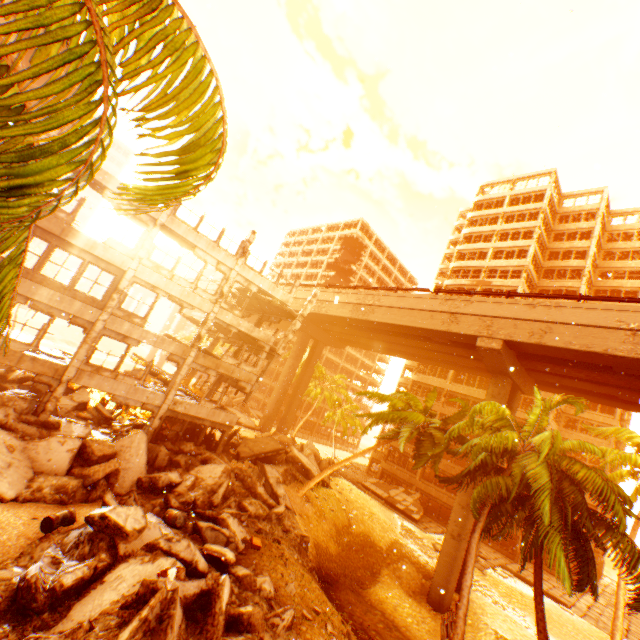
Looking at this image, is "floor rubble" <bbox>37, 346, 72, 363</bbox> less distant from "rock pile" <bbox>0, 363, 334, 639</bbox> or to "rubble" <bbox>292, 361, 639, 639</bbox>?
"rock pile" <bbox>0, 363, 334, 639</bbox>

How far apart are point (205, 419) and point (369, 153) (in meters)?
43.70

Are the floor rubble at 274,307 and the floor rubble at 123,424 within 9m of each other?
no

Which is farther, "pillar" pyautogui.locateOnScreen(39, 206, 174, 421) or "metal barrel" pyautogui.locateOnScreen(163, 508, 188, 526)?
"pillar" pyautogui.locateOnScreen(39, 206, 174, 421)

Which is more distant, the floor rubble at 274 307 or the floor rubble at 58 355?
the floor rubble at 274 307

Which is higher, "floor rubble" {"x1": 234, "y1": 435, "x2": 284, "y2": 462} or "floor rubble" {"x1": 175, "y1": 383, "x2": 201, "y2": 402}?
"floor rubble" {"x1": 175, "y1": 383, "x2": 201, "y2": 402}

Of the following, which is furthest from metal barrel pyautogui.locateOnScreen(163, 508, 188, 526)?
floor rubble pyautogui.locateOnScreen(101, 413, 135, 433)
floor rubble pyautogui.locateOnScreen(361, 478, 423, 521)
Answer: floor rubble pyautogui.locateOnScreen(361, 478, 423, 521)

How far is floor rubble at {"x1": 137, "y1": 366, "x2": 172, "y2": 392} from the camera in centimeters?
1934cm
